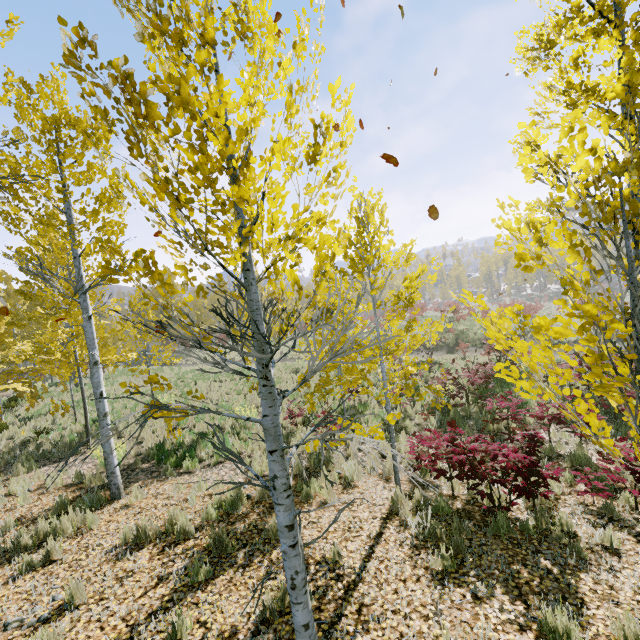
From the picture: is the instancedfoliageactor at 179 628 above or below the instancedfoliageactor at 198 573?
above

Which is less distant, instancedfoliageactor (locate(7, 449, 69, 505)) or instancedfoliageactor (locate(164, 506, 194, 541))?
instancedfoliageactor (locate(164, 506, 194, 541))

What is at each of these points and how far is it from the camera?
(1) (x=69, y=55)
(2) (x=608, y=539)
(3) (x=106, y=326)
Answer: (1) instancedfoliageactor, 1.56m
(2) instancedfoliageactor, 4.64m
(3) instancedfoliageactor, 11.45m

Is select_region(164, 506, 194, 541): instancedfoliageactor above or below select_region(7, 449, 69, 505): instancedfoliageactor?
below

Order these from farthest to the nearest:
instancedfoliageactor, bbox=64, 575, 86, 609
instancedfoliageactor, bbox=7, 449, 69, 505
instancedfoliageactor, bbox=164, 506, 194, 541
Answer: instancedfoliageactor, bbox=7, 449, 69, 505
instancedfoliageactor, bbox=164, 506, 194, 541
instancedfoliageactor, bbox=64, 575, 86, 609

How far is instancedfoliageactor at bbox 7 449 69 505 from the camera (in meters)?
7.07
